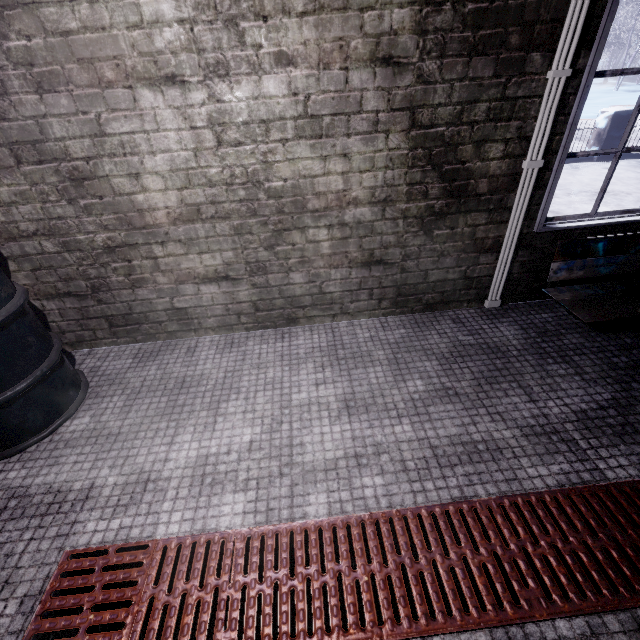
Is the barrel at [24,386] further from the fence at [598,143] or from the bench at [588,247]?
the fence at [598,143]

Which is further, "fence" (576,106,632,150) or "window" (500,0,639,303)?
"fence" (576,106,632,150)

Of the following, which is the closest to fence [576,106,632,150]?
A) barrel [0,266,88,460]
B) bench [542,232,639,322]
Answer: bench [542,232,639,322]

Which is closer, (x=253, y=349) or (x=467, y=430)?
(x=467, y=430)

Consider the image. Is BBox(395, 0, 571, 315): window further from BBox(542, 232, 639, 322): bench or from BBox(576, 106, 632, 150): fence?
BBox(576, 106, 632, 150): fence

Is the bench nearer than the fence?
Yes

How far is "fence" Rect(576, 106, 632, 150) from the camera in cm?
628

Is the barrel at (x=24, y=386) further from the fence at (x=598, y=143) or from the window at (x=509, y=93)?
the fence at (x=598, y=143)
